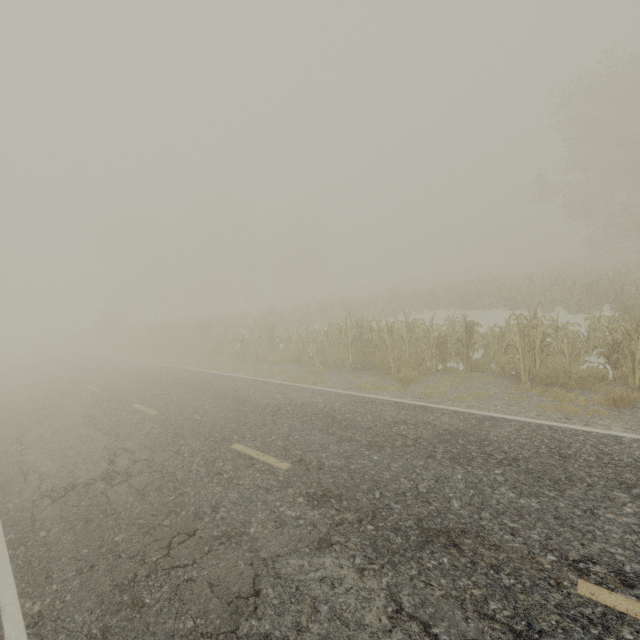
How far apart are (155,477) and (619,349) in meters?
10.5
